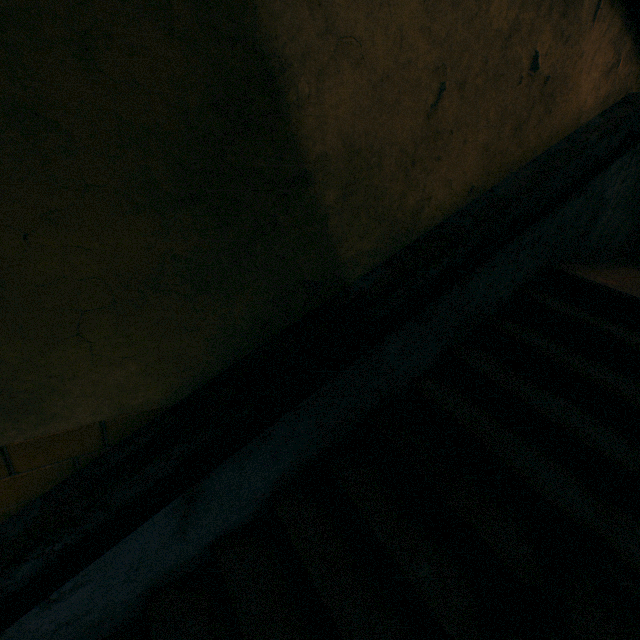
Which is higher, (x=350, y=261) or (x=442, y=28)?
(x=442, y=28)
